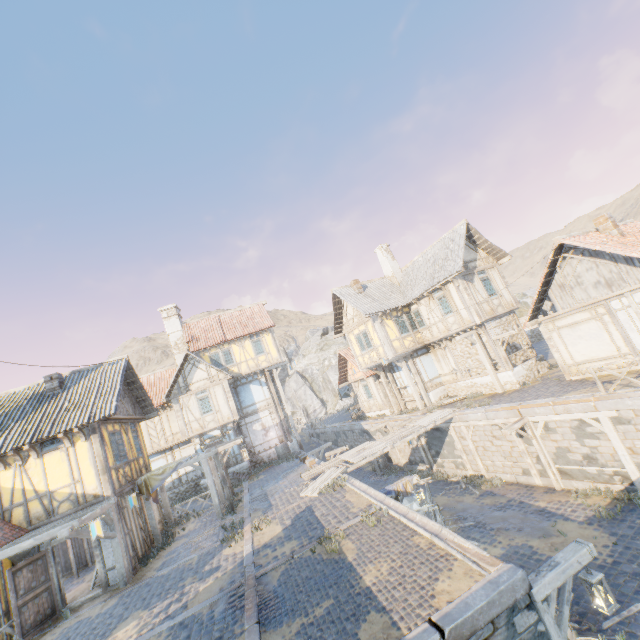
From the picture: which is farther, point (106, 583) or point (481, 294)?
point (481, 294)

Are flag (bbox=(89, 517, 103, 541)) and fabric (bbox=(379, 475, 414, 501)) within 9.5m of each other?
yes

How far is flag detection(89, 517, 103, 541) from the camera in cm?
915

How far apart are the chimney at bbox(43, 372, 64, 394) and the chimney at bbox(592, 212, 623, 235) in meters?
24.9 m

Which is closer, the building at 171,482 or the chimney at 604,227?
the chimney at 604,227

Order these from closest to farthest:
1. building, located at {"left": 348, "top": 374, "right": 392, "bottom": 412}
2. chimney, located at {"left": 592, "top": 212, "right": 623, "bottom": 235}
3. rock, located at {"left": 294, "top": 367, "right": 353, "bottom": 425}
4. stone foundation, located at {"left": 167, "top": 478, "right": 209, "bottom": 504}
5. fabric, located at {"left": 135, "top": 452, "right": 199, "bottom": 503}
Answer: chimney, located at {"left": 592, "top": 212, "right": 623, "bottom": 235} < fabric, located at {"left": 135, "top": 452, "right": 199, "bottom": 503} < stone foundation, located at {"left": 167, "top": 478, "right": 209, "bottom": 504} < building, located at {"left": 348, "top": 374, "right": 392, "bottom": 412} < rock, located at {"left": 294, "top": 367, "right": 353, "bottom": 425}

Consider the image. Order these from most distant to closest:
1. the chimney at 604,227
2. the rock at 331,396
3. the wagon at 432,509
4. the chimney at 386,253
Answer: the rock at 331,396
the chimney at 386,253
the chimney at 604,227
the wagon at 432,509

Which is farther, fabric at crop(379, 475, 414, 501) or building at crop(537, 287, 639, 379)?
building at crop(537, 287, 639, 379)
